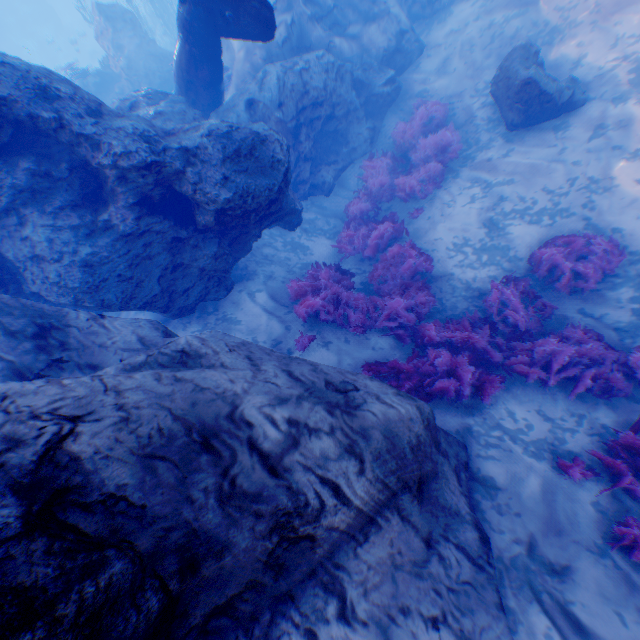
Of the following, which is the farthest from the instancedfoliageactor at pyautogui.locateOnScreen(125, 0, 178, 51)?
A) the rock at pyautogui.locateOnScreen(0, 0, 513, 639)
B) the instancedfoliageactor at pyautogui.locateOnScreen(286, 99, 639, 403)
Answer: the instancedfoliageactor at pyautogui.locateOnScreen(286, 99, 639, 403)

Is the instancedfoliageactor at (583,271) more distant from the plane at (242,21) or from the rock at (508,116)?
the plane at (242,21)

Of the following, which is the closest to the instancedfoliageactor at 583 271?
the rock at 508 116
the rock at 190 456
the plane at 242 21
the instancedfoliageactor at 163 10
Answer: the rock at 190 456

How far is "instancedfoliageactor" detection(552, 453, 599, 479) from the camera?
4.35m

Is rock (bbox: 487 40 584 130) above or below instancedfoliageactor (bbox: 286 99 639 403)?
above

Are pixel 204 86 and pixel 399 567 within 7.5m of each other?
no

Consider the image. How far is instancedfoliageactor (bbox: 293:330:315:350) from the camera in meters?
6.4 m

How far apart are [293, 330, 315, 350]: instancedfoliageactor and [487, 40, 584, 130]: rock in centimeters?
715cm
